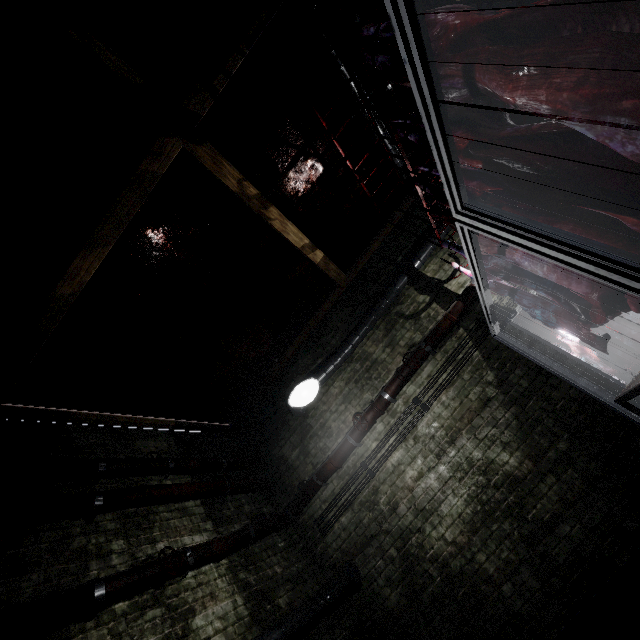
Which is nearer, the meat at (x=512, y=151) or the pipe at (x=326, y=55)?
the meat at (x=512, y=151)

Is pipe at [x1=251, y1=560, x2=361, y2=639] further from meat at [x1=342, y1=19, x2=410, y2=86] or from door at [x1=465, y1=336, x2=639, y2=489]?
meat at [x1=342, y1=19, x2=410, y2=86]

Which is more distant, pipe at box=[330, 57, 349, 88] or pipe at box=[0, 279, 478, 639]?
pipe at box=[330, 57, 349, 88]

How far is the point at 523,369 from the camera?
3.6m

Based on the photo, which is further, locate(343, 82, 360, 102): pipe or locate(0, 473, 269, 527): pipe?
locate(343, 82, 360, 102): pipe

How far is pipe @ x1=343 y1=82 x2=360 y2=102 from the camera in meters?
3.3 m

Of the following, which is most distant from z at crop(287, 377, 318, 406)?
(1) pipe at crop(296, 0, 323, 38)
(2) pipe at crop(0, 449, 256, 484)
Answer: (2) pipe at crop(0, 449, 256, 484)

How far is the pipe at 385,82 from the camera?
3.50m
